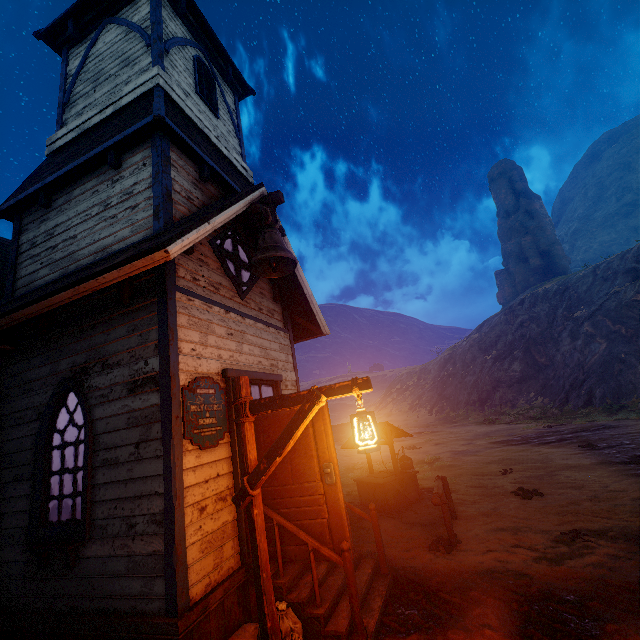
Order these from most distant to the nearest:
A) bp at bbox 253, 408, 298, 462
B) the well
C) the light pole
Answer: the well < bp at bbox 253, 408, 298, 462 < the light pole

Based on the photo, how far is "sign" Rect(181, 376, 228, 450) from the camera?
4.33m

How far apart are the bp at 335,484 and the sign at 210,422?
0.2m

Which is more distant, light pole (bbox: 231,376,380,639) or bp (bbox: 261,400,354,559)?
bp (bbox: 261,400,354,559)

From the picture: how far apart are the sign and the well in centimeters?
539cm

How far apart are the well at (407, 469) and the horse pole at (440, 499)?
1.5 meters

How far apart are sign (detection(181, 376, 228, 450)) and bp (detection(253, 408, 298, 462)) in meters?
0.2 m

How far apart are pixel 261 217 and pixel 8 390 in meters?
5.4
